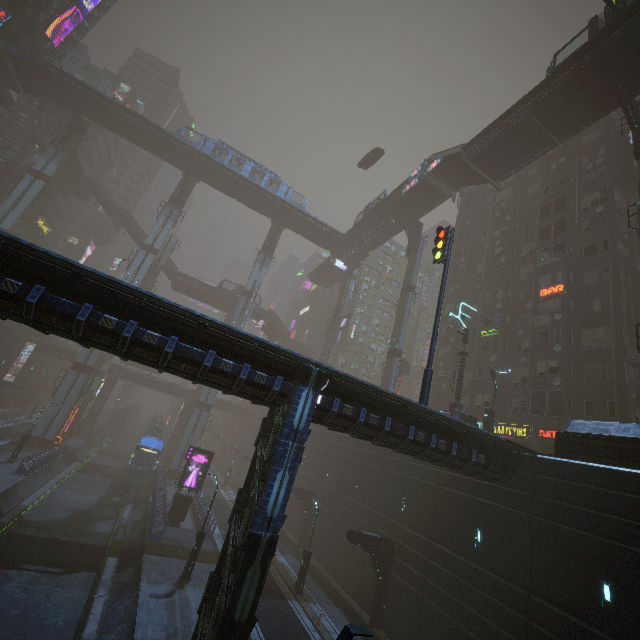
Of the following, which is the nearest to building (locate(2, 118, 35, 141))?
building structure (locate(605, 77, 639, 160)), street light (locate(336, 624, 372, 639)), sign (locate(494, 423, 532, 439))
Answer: sign (locate(494, 423, 532, 439))

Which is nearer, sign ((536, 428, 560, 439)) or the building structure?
the building structure

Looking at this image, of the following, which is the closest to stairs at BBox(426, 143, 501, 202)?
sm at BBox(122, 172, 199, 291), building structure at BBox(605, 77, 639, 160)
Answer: sm at BBox(122, 172, 199, 291)

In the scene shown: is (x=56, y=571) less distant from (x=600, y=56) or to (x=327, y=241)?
(x=600, y=56)

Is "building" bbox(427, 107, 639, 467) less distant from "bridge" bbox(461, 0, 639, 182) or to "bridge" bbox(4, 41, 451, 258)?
"bridge" bbox(4, 41, 451, 258)

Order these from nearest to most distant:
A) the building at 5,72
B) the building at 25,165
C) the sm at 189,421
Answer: the building at 5,72, the sm at 189,421, the building at 25,165

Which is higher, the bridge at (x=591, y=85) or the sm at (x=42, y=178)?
the bridge at (x=591, y=85)

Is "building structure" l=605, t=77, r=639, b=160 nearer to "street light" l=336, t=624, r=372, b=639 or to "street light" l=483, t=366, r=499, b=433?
"street light" l=483, t=366, r=499, b=433
